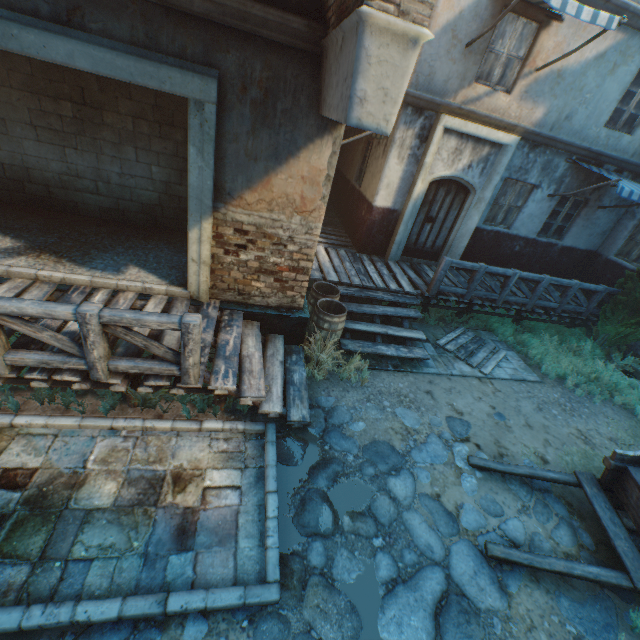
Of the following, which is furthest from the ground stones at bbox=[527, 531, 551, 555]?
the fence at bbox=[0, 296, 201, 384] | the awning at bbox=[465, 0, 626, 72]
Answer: the awning at bbox=[465, 0, 626, 72]

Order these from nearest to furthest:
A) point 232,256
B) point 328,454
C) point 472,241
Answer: point 328,454, point 232,256, point 472,241

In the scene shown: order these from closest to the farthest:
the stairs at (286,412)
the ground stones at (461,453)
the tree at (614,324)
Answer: the stairs at (286,412), the ground stones at (461,453), the tree at (614,324)

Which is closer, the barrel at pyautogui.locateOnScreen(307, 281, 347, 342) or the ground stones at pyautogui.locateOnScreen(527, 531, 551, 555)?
the ground stones at pyautogui.locateOnScreen(527, 531, 551, 555)

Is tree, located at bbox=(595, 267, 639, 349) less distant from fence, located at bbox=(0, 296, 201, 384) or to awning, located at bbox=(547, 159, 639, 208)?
awning, located at bbox=(547, 159, 639, 208)

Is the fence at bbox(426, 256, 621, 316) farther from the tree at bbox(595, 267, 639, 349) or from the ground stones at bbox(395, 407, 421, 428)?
the ground stones at bbox(395, 407, 421, 428)

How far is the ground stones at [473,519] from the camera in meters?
4.4 m

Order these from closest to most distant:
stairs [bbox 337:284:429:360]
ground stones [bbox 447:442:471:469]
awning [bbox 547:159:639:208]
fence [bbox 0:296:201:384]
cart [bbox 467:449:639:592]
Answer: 1. fence [bbox 0:296:201:384]
2. cart [bbox 467:449:639:592]
3. ground stones [bbox 447:442:471:469]
4. stairs [bbox 337:284:429:360]
5. awning [bbox 547:159:639:208]
